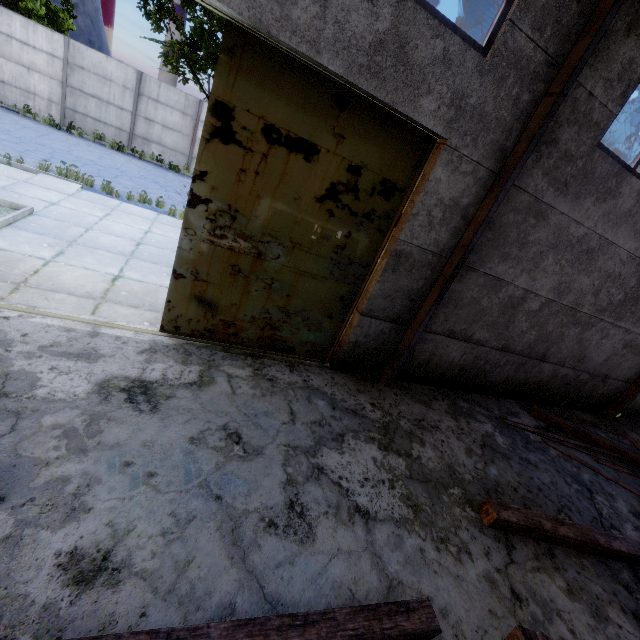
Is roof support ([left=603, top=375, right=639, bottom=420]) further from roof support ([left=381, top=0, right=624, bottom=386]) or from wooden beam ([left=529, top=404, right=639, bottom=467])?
roof support ([left=381, top=0, right=624, bottom=386])

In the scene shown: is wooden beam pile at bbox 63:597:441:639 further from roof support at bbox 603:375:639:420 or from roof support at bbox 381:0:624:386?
roof support at bbox 603:375:639:420

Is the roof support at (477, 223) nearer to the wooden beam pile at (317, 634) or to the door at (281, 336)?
the door at (281, 336)

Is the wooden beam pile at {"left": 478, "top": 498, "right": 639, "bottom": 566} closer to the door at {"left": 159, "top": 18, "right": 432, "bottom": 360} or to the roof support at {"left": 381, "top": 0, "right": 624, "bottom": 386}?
the roof support at {"left": 381, "top": 0, "right": 624, "bottom": 386}

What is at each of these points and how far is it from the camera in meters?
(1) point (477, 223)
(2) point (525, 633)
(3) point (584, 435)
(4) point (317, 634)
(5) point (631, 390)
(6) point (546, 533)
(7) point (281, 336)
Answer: (1) roof support, 4.8
(2) wooden beam pile, 2.1
(3) wooden beam, 7.2
(4) wooden beam pile, 2.2
(5) roof support, 8.9
(6) wooden beam pile, 4.0
(7) door, 5.4

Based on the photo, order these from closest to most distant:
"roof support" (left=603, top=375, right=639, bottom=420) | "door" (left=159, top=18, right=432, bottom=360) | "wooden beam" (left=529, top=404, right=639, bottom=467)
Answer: "door" (left=159, top=18, right=432, bottom=360)
"wooden beam" (left=529, top=404, right=639, bottom=467)
"roof support" (left=603, top=375, right=639, bottom=420)

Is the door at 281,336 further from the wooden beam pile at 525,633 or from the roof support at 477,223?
the wooden beam pile at 525,633

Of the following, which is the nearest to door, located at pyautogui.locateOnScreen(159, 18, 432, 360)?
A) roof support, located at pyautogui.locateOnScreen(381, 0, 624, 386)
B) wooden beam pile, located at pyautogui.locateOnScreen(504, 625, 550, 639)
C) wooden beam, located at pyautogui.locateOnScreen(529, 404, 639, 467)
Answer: roof support, located at pyautogui.locateOnScreen(381, 0, 624, 386)
